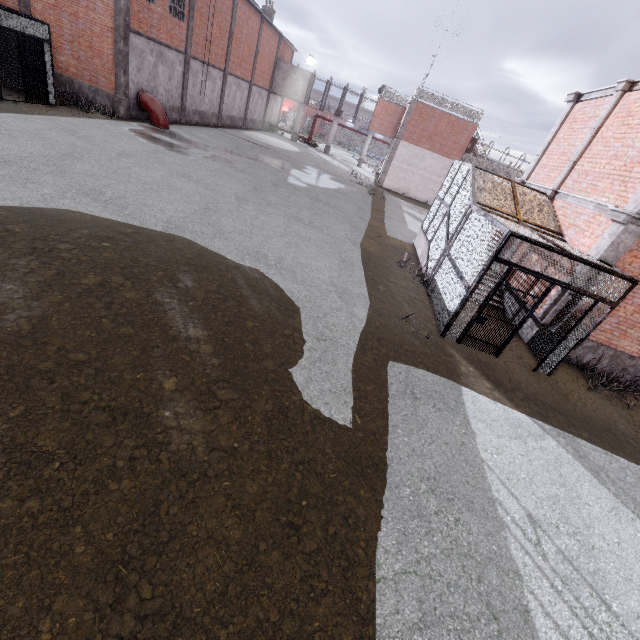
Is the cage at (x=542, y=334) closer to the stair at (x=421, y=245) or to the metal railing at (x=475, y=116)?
the stair at (x=421, y=245)

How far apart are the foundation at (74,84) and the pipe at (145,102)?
1.13m

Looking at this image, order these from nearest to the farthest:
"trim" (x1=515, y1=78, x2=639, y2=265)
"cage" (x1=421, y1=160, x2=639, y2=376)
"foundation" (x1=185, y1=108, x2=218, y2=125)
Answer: "cage" (x1=421, y1=160, x2=639, y2=376), "trim" (x1=515, y1=78, x2=639, y2=265), "foundation" (x1=185, y1=108, x2=218, y2=125)

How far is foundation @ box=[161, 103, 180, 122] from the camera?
20.7 meters

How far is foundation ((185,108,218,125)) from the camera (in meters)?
23.31

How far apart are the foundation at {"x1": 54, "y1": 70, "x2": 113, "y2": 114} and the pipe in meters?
1.1 m

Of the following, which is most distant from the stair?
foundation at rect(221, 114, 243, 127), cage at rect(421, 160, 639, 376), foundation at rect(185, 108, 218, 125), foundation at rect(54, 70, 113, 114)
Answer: foundation at rect(221, 114, 243, 127)

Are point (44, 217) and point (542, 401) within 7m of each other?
no
